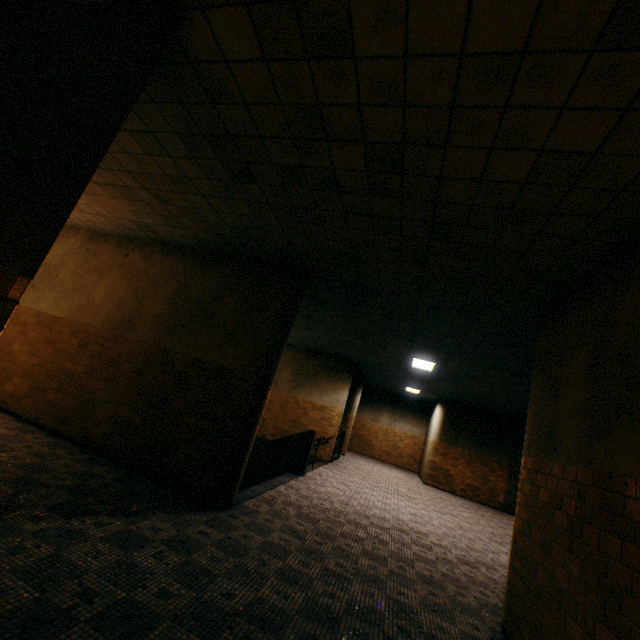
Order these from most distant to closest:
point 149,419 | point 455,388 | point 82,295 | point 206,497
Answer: point 455,388 < point 82,295 < point 149,419 < point 206,497

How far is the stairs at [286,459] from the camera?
6.4 meters

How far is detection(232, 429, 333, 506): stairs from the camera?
6.42m
